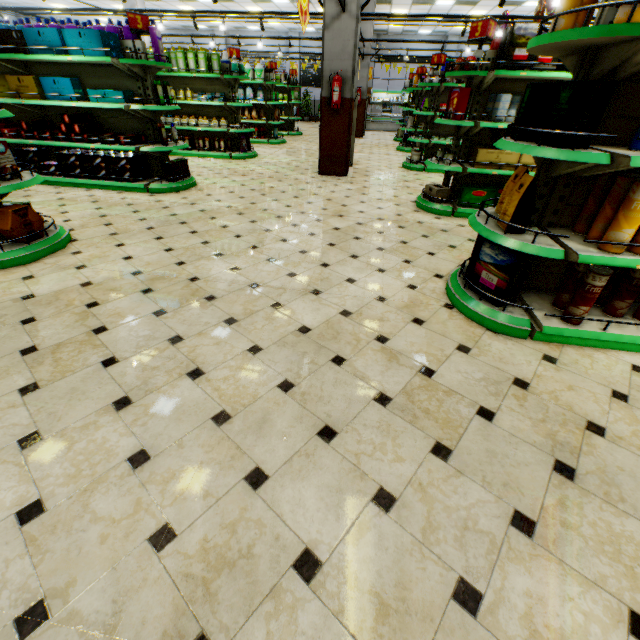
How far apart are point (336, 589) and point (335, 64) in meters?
8.2 m

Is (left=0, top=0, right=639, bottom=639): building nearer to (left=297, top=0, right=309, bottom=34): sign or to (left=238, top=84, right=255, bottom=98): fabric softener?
(left=238, top=84, right=255, bottom=98): fabric softener

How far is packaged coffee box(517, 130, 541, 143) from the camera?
2.2m

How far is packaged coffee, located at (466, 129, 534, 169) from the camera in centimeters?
474cm

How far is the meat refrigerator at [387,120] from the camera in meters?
18.7 m

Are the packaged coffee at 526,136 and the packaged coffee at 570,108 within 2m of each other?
yes

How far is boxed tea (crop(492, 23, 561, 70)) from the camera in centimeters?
400cm

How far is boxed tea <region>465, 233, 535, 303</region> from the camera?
2.5 meters
